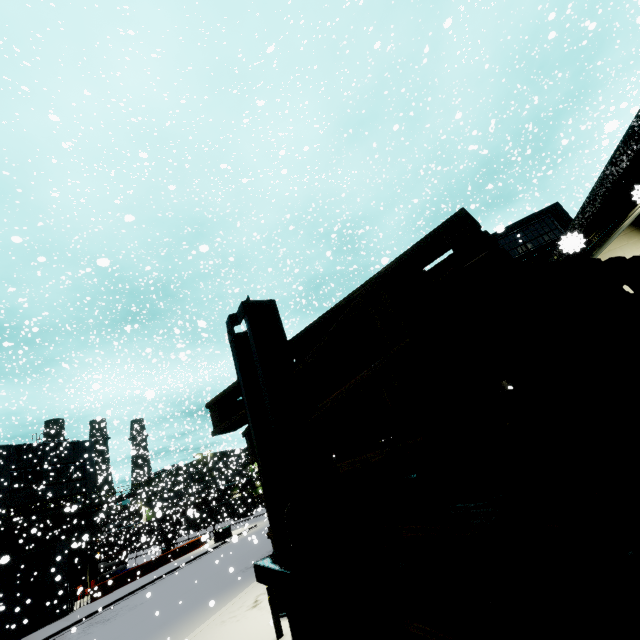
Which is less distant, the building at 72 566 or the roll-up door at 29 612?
the roll-up door at 29 612

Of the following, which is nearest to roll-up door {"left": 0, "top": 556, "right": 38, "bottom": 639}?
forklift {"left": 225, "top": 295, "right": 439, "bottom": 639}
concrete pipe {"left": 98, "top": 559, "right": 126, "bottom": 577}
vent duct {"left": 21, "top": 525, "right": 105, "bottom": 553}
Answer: forklift {"left": 225, "top": 295, "right": 439, "bottom": 639}

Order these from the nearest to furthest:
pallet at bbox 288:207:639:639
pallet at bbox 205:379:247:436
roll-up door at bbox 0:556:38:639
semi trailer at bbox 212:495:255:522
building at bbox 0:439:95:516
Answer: A: pallet at bbox 288:207:639:639 → pallet at bbox 205:379:247:436 → roll-up door at bbox 0:556:38:639 → building at bbox 0:439:95:516 → semi trailer at bbox 212:495:255:522

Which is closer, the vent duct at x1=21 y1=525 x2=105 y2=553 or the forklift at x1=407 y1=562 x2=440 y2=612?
the forklift at x1=407 y1=562 x2=440 y2=612

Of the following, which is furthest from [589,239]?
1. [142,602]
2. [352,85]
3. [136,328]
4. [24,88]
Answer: [136,328]

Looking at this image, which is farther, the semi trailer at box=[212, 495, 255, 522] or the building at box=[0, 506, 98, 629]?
the semi trailer at box=[212, 495, 255, 522]

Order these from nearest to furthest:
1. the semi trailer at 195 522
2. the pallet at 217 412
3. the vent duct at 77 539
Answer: the pallet at 217 412 < the vent duct at 77 539 < the semi trailer at 195 522

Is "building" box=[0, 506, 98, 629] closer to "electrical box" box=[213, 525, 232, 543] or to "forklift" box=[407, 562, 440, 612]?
"forklift" box=[407, 562, 440, 612]
